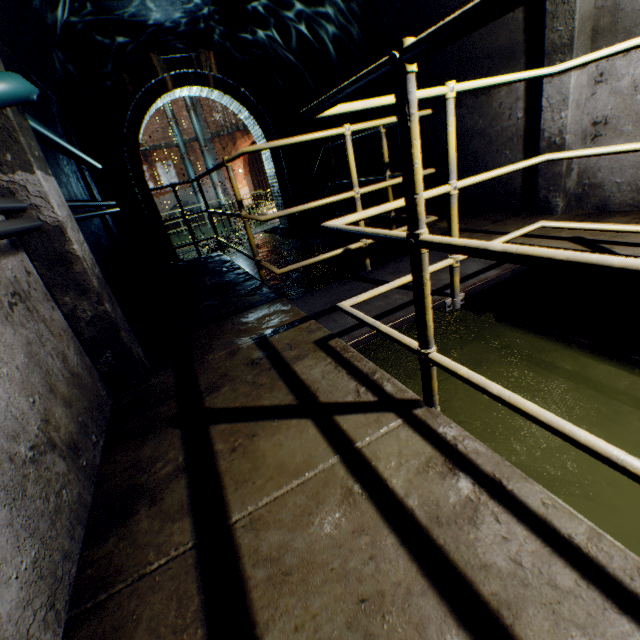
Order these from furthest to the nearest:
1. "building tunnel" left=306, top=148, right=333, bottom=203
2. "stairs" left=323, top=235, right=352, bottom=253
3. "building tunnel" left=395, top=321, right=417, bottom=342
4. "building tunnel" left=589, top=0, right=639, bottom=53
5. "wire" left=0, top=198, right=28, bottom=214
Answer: "building tunnel" left=306, top=148, right=333, bottom=203 → "stairs" left=323, top=235, right=352, bottom=253 → "building tunnel" left=395, top=321, right=417, bottom=342 → "building tunnel" left=589, top=0, right=639, bottom=53 → "wire" left=0, top=198, right=28, bottom=214

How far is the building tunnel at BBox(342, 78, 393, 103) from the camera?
4.96m

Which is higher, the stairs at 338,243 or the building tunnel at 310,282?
the stairs at 338,243

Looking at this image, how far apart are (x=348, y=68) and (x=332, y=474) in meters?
6.5

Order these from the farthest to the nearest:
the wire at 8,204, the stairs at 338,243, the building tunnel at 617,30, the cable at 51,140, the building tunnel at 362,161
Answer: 1. the building tunnel at 362,161
2. the stairs at 338,243
3. the building tunnel at 617,30
4. the cable at 51,140
5. the wire at 8,204

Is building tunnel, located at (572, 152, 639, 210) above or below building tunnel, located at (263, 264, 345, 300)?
above

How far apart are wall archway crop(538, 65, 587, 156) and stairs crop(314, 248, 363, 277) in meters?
2.3
